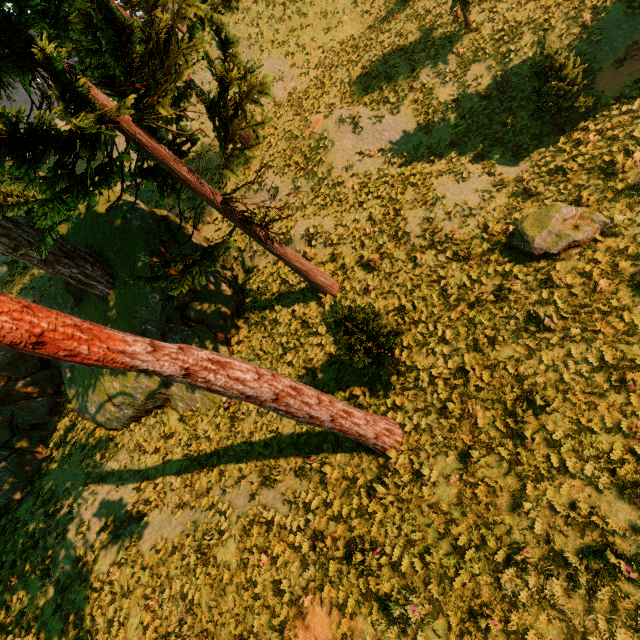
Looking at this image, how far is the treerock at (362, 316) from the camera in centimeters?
812cm

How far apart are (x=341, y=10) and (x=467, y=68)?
14.1m

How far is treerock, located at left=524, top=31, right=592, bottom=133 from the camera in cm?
1057

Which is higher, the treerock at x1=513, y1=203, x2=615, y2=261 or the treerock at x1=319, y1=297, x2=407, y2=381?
the treerock at x1=319, y1=297, x2=407, y2=381

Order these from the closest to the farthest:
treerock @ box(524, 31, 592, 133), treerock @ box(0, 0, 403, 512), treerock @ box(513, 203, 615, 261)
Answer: treerock @ box(0, 0, 403, 512), treerock @ box(513, 203, 615, 261), treerock @ box(524, 31, 592, 133)

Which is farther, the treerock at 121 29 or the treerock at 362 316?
the treerock at 362 316
